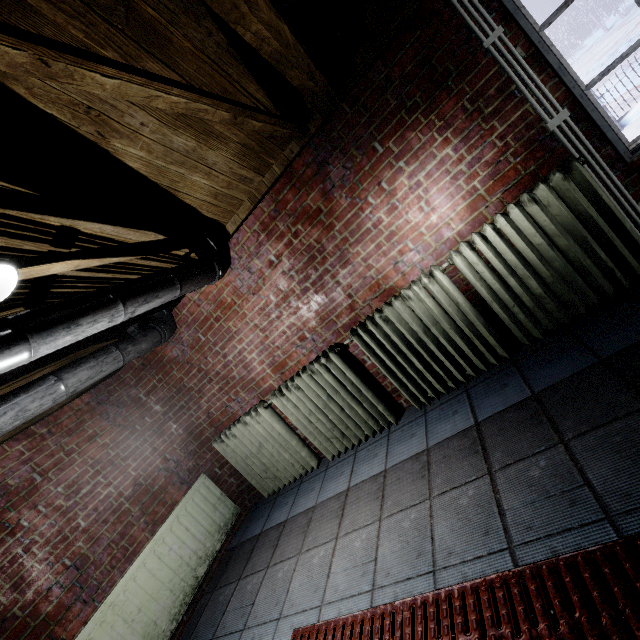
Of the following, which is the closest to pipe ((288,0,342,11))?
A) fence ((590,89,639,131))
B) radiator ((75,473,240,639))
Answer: radiator ((75,473,240,639))

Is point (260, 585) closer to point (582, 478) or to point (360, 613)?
point (360, 613)

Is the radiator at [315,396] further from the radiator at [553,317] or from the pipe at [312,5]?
the pipe at [312,5]

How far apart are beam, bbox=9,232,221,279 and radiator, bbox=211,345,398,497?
1.3m

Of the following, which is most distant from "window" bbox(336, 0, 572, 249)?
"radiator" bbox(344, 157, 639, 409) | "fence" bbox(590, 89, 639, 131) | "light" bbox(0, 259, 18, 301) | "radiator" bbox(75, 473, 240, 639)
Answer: "fence" bbox(590, 89, 639, 131)

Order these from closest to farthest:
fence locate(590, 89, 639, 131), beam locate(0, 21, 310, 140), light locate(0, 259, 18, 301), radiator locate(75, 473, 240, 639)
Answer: beam locate(0, 21, 310, 140) → light locate(0, 259, 18, 301) → radiator locate(75, 473, 240, 639) → fence locate(590, 89, 639, 131)

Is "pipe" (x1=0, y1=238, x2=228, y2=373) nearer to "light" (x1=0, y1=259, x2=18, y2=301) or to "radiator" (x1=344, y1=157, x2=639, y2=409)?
"light" (x1=0, y1=259, x2=18, y2=301)

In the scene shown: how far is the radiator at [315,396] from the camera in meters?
2.6
